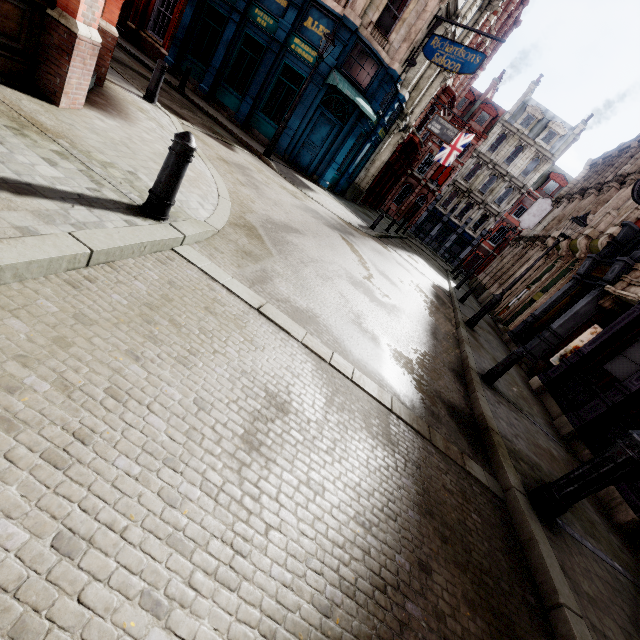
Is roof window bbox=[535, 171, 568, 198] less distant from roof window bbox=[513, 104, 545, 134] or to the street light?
roof window bbox=[513, 104, 545, 134]

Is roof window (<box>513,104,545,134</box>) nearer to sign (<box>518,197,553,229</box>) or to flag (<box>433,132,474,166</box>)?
flag (<box>433,132,474,166</box>)

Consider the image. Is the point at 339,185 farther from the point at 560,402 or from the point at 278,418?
the point at 278,418

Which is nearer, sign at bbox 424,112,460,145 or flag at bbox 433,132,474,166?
sign at bbox 424,112,460,145

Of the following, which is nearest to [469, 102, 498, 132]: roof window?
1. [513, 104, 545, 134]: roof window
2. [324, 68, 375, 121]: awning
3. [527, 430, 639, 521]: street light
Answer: [513, 104, 545, 134]: roof window

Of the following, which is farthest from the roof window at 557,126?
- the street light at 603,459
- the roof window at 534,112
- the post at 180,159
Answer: the post at 180,159

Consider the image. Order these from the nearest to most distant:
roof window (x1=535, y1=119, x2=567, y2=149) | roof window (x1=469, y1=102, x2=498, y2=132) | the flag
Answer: the flag
roof window (x1=535, y1=119, x2=567, y2=149)
roof window (x1=469, y1=102, x2=498, y2=132)

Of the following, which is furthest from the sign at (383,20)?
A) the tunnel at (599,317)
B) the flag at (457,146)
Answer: the flag at (457,146)
